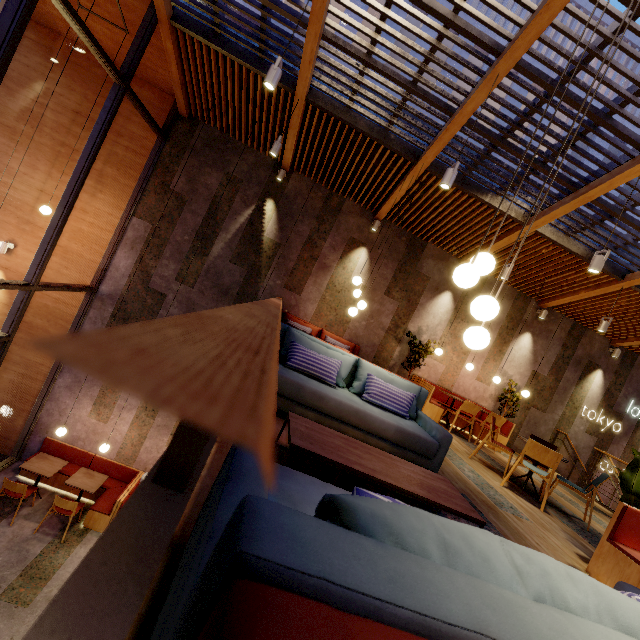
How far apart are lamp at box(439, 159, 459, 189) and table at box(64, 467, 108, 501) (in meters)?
9.08

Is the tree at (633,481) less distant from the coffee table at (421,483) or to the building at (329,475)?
the building at (329,475)

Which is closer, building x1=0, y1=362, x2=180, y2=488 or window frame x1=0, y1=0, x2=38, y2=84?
window frame x1=0, y1=0, x2=38, y2=84

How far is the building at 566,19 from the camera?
18.3m

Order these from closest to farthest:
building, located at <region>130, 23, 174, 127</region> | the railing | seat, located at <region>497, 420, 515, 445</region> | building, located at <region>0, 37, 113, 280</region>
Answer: the railing
building, located at <region>130, 23, 174, 127</region>
building, located at <region>0, 37, 113, 280</region>
seat, located at <region>497, 420, 515, 445</region>

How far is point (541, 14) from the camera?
3.79m

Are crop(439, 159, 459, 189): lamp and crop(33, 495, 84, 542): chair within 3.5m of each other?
no

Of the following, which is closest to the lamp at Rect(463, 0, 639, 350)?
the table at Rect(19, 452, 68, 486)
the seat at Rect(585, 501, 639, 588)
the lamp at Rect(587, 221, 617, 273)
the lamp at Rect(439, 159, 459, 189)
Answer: the lamp at Rect(439, 159, 459, 189)
